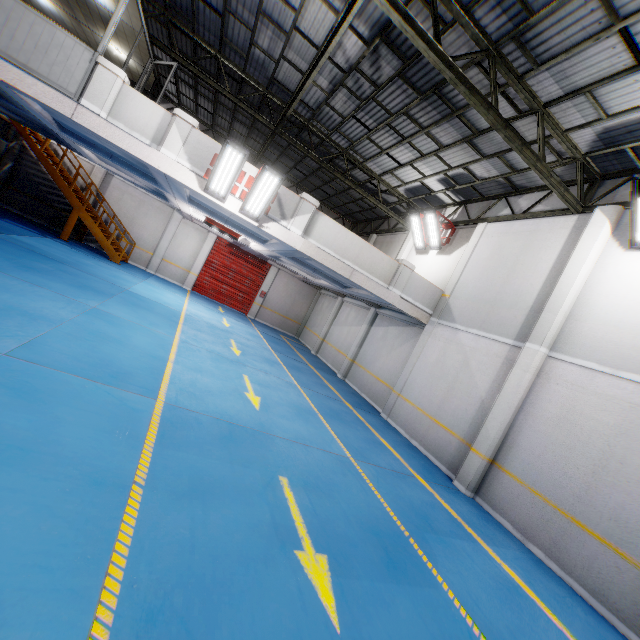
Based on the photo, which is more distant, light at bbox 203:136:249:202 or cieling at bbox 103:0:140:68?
cieling at bbox 103:0:140:68

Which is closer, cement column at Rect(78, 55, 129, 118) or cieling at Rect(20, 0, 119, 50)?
cement column at Rect(78, 55, 129, 118)

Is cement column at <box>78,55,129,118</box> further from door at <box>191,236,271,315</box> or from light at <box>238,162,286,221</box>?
door at <box>191,236,271,315</box>

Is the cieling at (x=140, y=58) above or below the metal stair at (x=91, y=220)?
above

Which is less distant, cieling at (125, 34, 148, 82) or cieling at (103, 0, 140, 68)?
cieling at (103, 0, 140, 68)

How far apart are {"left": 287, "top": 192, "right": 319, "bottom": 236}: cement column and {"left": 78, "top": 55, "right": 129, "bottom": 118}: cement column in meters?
4.8 m

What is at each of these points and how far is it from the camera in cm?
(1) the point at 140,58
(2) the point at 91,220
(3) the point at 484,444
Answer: (1) cieling, 1031
(2) metal stair, 1543
(3) cement column, 805

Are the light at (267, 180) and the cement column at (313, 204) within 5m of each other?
yes
